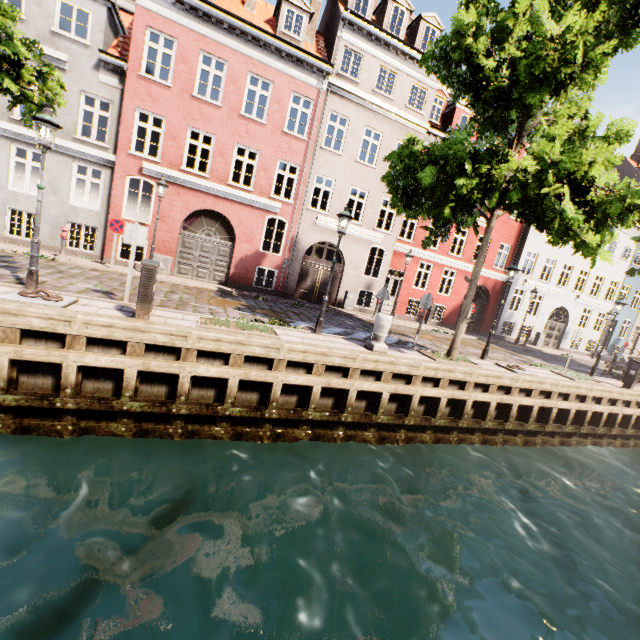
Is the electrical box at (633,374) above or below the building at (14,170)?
below

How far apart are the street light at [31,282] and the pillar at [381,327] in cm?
823

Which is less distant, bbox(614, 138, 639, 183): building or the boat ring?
the boat ring

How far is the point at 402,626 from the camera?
4.3 meters

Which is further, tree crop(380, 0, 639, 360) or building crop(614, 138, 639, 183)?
building crop(614, 138, 639, 183)

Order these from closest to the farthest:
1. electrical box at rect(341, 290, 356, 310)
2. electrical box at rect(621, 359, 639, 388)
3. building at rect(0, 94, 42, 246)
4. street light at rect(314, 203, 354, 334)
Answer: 1. street light at rect(314, 203, 354, 334)
2. building at rect(0, 94, 42, 246)
3. electrical box at rect(621, 359, 639, 388)
4. electrical box at rect(341, 290, 356, 310)

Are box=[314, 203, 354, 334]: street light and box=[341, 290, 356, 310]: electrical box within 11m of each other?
yes
